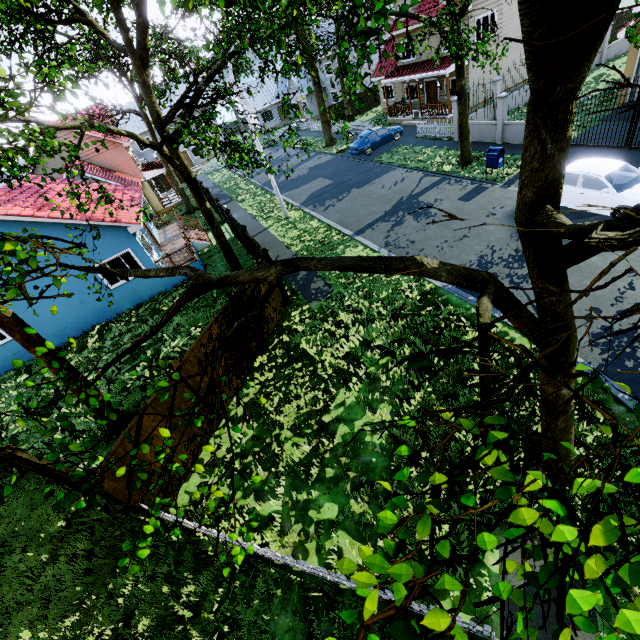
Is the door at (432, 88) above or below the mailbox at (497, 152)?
above

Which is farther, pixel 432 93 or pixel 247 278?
pixel 432 93

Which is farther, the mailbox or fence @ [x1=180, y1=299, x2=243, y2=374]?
the mailbox

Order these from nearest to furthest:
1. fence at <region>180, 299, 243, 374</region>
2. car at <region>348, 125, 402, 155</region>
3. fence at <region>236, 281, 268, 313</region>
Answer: fence at <region>180, 299, 243, 374</region> < fence at <region>236, 281, 268, 313</region> < car at <region>348, 125, 402, 155</region>

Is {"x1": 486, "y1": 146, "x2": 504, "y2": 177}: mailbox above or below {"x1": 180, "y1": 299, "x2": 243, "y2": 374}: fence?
below

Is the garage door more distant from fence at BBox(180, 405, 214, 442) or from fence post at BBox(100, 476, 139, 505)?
fence post at BBox(100, 476, 139, 505)

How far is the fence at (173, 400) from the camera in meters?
7.6 m

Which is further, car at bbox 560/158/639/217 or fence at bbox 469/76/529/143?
fence at bbox 469/76/529/143
